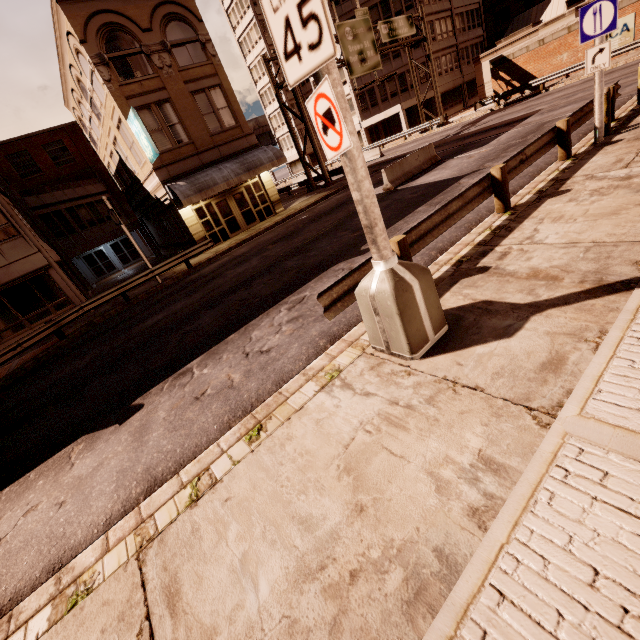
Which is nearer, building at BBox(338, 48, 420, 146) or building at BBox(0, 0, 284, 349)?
building at BBox(0, 0, 284, 349)

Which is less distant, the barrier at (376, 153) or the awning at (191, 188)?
the awning at (191, 188)

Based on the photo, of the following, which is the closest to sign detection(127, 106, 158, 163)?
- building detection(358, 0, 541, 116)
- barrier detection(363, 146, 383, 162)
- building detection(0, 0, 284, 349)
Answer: building detection(0, 0, 284, 349)

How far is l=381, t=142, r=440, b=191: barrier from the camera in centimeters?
1537cm

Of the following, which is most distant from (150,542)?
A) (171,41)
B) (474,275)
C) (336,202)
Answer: (171,41)

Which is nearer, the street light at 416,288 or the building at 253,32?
the street light at 416,288

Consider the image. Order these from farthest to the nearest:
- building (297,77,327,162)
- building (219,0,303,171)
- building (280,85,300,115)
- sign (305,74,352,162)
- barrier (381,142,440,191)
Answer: building (280,85,300,115) → building (219,0,303,171) → building (297,77,327,162) → barrier (381,142,440,191) → sign (305,74,352,162)

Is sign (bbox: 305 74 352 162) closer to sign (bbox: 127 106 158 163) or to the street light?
the street light
